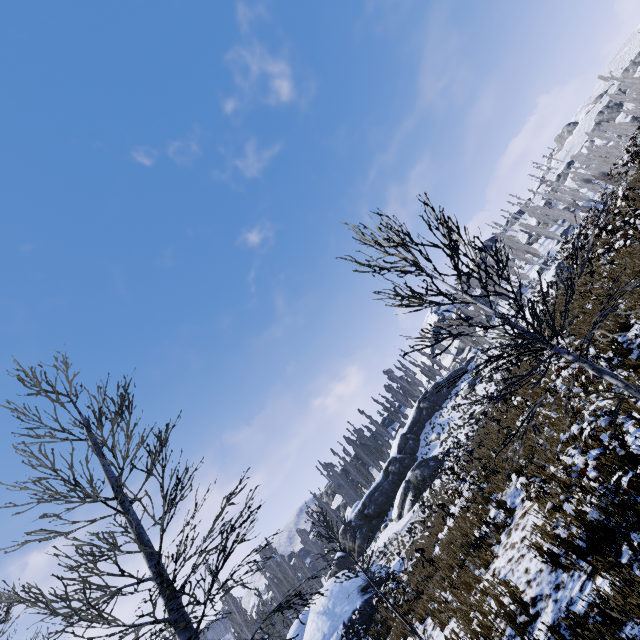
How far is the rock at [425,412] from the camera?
34.5m

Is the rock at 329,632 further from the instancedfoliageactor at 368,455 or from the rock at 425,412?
the instancedfoliageactor at 368,455

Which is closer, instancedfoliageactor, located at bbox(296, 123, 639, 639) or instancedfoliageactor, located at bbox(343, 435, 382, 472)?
instancedfoliageactor, located at bbox(296, 123, 639, 639)

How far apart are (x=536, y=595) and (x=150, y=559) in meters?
7.1 m

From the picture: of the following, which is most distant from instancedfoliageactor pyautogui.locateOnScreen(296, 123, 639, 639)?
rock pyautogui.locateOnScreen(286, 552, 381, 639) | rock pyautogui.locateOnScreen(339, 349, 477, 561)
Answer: rock pyautogui.locateOnScreen(286, 552, 381, 639)

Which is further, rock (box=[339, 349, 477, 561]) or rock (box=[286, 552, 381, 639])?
rock (box=[339, 349, 477, 561])

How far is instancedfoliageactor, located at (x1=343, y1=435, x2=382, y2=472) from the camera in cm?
5169
